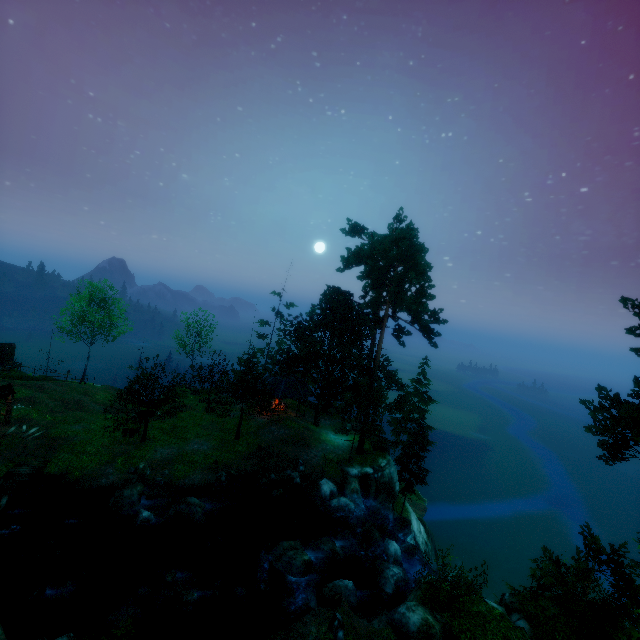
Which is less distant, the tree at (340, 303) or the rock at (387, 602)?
the rock at (387, 602)

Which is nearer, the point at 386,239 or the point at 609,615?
the point at 609,615

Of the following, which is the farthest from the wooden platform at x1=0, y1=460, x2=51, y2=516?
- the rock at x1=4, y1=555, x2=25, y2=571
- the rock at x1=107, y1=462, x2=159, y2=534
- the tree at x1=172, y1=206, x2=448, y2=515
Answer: the rock at x1=107, y1=462, x2=159, y2=534

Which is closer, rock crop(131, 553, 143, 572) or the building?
rock crop(131, 553, 143, 572)

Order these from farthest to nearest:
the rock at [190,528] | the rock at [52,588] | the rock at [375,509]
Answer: the rock at [375,509] < the rock at [190,528] < the rock at [52,588]

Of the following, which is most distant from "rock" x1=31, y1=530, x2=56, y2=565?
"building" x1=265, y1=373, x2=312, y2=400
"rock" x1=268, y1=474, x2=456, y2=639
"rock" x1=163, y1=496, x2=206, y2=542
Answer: "building" x1=265, y1=373, x2=312, y2=400

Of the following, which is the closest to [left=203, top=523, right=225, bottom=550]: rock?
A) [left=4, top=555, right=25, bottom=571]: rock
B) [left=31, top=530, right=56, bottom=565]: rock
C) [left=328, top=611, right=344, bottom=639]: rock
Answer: [left=31, top=530, right=56, bottom=565]: rock

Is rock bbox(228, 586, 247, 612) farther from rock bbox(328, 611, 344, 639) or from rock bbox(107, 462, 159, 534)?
rock bbox(328, 611, 344, 639)
